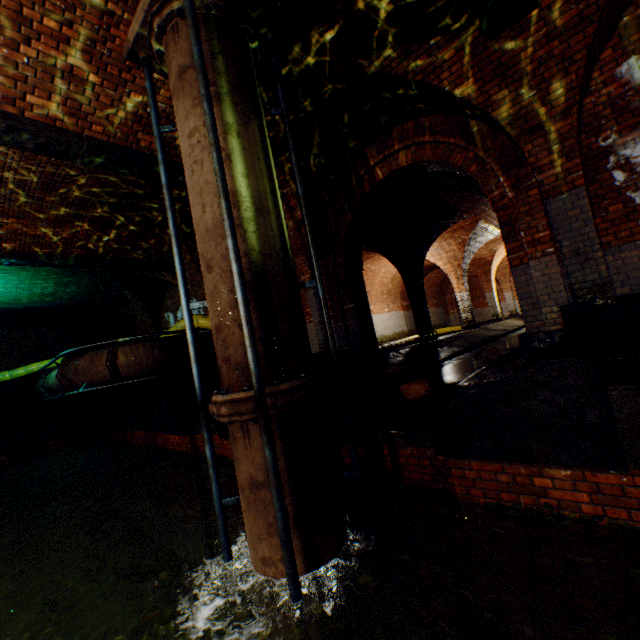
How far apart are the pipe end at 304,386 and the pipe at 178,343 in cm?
527

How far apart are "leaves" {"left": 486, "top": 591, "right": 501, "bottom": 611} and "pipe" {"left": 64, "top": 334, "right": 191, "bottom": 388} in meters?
8.1

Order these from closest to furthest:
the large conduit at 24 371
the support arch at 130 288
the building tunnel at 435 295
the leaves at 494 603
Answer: the leaves at 494 603
the support arch at 130 288
the large conduit at 24 371
the building tunnel at 435 295

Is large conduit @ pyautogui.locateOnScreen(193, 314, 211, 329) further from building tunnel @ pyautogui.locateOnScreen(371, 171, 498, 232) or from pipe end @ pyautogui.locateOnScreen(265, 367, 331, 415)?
pipe end @ pyautogui.locateOnScreen(265, 367, 331, 415)

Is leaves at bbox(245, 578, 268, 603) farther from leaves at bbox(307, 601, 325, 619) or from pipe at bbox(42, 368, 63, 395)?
pipe at bbox(42, 368, 63, 395)

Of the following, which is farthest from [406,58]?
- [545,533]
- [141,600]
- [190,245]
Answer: [141,600]

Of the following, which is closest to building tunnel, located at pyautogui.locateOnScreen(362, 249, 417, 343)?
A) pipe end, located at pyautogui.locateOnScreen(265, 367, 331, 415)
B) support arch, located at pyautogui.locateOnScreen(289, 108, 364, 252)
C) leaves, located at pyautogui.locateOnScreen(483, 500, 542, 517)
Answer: support arch, located at pyautogui.locateOnScreen(289, 108, 364, 252)

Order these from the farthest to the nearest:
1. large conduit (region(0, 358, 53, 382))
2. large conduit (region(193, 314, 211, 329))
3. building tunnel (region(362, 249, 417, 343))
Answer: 1. building tunnel (region(362, 249, 417, 343))
2. large conduit (region(0, 358, 53, 382))
3. large conduit (region(193, 314, 211, 329))
